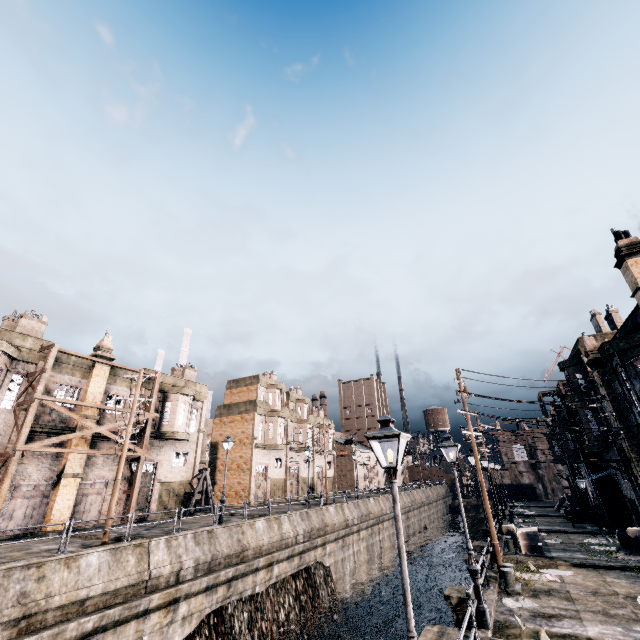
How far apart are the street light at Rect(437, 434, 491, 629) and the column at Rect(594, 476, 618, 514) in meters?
26.9

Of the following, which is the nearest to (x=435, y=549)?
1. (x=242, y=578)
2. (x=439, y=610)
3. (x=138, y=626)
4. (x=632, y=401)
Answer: (x=439, y=610)

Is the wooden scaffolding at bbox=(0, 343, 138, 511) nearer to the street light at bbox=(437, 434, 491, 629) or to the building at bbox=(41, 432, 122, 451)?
the building at bbox=(41, 432, 122, 451)

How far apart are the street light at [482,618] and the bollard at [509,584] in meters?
4.8

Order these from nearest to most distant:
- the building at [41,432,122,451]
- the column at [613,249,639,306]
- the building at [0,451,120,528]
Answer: the column at [613,249,639,306], the building at [0,451,120,528], the building at [41,432,122,451]

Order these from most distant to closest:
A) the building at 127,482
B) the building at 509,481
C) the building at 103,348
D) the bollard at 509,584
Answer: the building at 509,481, the building at 103,348, the building at 127,482, the bollard at 509,584

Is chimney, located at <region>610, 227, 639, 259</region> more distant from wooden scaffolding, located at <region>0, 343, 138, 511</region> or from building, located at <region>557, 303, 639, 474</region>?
wooden scaffolding, located at <region>0, 343, 138, 511</region>

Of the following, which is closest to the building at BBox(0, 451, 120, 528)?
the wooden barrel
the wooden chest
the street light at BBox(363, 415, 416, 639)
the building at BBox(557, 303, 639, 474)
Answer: the street light at BBox(363, 415, 416, 639)
